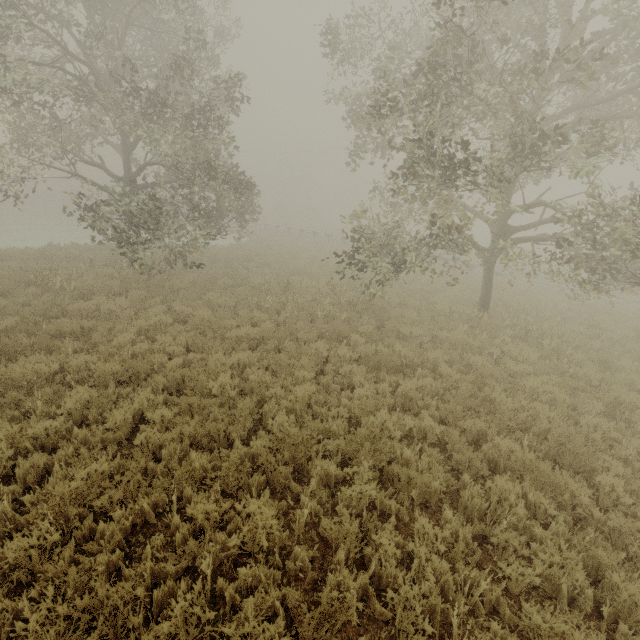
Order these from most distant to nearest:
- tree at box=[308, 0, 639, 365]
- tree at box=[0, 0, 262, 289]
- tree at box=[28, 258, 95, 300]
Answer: tree at box=[28, 258, 95, 300], tree at box=[0, 0, 262, 289], tree at box=[308, 0, 639, 365]

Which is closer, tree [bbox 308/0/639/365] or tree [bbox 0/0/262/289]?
tree [bbox 308/0/639/365]

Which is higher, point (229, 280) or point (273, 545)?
point (229, 280)

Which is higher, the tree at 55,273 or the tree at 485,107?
the tree at 485,107

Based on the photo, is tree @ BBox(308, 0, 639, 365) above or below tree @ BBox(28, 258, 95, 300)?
above

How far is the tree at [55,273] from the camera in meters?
11.1 m

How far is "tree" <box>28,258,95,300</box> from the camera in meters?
11.1 m

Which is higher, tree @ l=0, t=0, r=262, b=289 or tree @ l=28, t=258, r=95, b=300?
tree @ l=0, t=0, r=262, b=289
